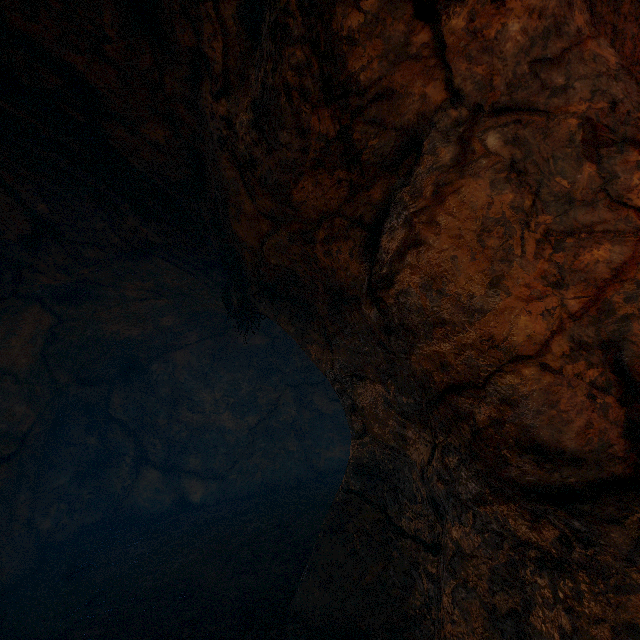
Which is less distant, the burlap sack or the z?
the z

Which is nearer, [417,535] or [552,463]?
[552,463]

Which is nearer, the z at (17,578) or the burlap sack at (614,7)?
the z at (17,578)
